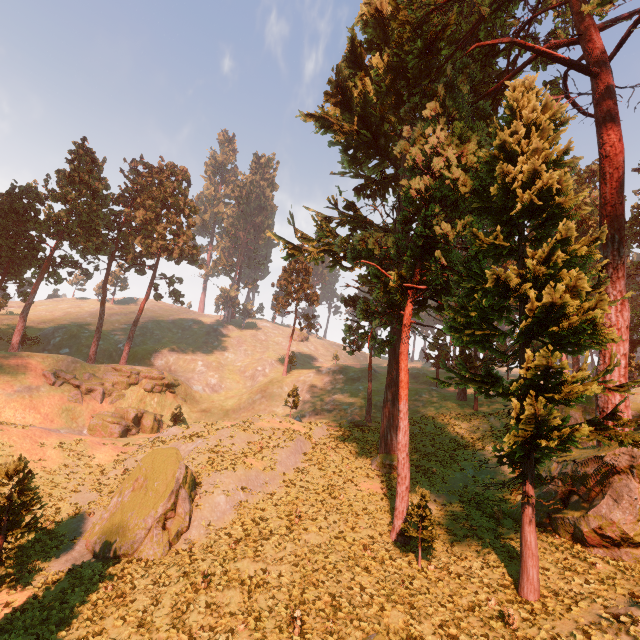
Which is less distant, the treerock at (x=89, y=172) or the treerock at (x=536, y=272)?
the treerock at (x=536, y=272)

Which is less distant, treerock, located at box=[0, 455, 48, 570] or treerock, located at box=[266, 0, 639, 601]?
treerock, located at box=[266, 0, 639, 601]

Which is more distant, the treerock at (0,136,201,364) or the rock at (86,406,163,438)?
the treerock at (0,136,201,364)

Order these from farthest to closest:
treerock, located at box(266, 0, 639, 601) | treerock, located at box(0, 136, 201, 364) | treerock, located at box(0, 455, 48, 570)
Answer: treerock, located at box(0, 136, 201, 364)
treerock, located at box(0, 455, 48, 570)
treerock, located at box(266, 0, 639, 601)

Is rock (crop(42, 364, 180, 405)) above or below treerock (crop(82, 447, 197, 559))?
above

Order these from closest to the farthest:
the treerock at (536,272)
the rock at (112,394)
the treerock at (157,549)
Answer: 1. the treerock at (536,272)
2. the treerock at (157,549)
3. the rock at (112,394)

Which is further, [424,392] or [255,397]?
[255,397]
